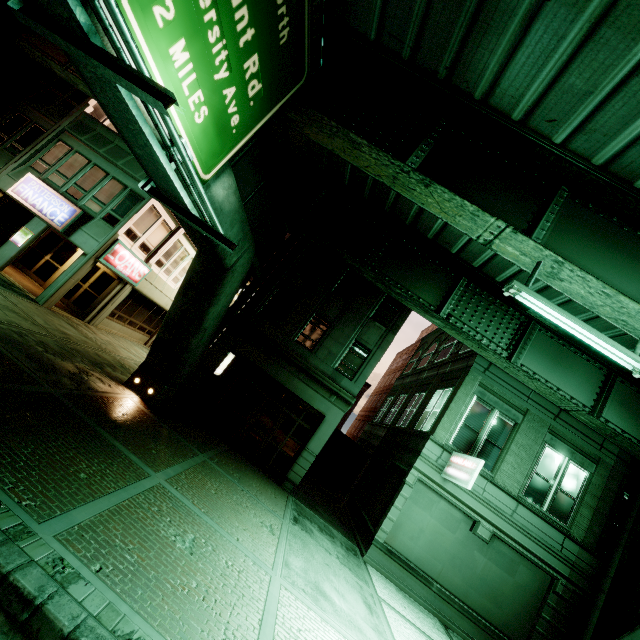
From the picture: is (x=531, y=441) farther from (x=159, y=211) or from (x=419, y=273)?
(x=159, y=211)

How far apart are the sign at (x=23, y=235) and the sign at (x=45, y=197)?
0.99m

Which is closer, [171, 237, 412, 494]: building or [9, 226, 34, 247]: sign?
[171, 237, 412, 494]: building

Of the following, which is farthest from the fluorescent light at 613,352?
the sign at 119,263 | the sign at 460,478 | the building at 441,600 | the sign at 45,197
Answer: the sign at 45,197

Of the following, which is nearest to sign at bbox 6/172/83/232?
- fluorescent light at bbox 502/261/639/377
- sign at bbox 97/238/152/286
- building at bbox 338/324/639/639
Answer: sign at bbox 97/238/152/286

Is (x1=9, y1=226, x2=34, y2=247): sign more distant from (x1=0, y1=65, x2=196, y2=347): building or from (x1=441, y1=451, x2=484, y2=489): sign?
(x1=441, y1=451, x2=484, y2=489): sign

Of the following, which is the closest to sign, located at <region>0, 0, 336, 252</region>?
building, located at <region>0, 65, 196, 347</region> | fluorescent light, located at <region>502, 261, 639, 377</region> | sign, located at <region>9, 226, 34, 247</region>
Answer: fluorescent light, located at <region>502, 261, 639, 377</region>

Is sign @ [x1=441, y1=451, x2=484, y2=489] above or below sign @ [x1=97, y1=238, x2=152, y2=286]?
above
